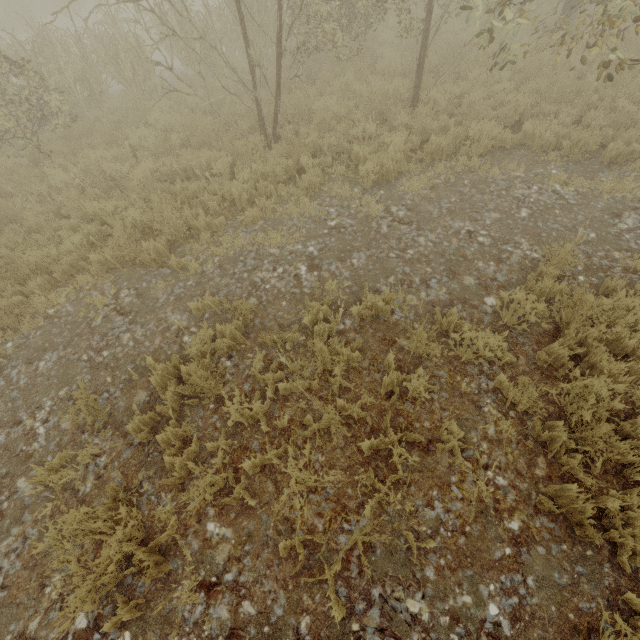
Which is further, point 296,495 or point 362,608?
point 296,495
